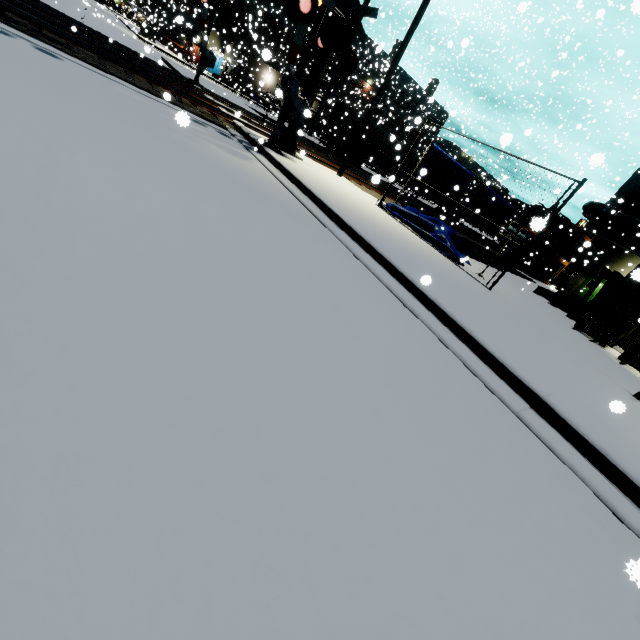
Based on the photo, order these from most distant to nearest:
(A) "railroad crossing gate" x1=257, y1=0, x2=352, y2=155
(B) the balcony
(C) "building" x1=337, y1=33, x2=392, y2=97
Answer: (B) the balcony < (C) "building" x1=337, y1=33, x2=392, y2=97 < (A) "railroad crossing gate" x1=257, y1=0, x2=352, y2=155

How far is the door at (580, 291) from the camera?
26.6 meters

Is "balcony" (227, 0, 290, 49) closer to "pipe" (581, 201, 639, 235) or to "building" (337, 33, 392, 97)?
"building" (337, 33, 392, 97)

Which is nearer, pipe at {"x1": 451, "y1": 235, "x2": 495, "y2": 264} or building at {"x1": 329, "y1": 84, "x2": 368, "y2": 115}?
pipe at {"x1": 451, "y1": 235, "x2": 495, "y2": 264}

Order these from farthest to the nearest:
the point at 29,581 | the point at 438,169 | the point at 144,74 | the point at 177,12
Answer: the point at 177,12, the point at 438,169, the point at 144,74, the point at 29,581

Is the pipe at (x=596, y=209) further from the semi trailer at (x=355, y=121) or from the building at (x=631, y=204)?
the semi trailer at (x=355, y=121)

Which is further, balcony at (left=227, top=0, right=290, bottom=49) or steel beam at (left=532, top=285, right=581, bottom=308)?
A: balcony at (left=227, top=0, right=290, bottom=49)

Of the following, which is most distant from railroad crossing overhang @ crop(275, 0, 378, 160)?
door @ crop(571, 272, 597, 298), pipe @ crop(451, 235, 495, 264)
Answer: door @ crop(571, 272, 597, 298)
